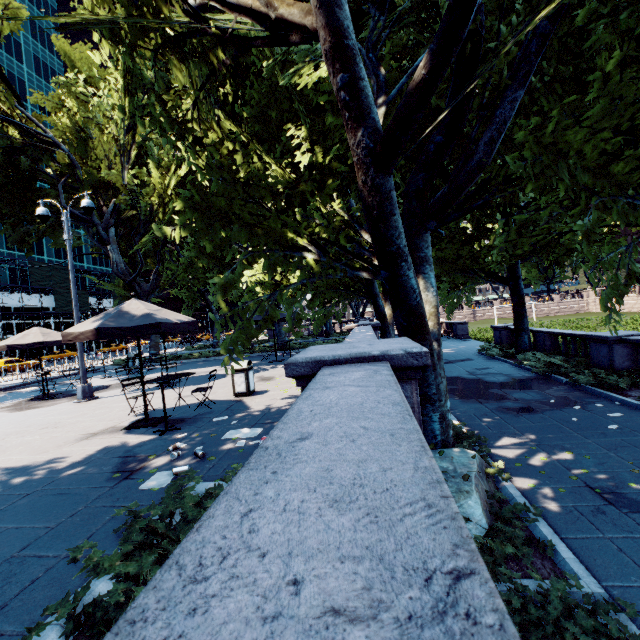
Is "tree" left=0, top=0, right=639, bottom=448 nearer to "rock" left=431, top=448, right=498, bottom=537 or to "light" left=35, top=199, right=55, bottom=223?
"rock" left=431, top=448, right=498, bottom=537

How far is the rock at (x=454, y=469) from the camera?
4.6 meters

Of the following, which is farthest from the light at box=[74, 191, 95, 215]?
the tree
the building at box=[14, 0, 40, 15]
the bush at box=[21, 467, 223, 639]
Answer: the building at box=[14, 0, 40, 15]

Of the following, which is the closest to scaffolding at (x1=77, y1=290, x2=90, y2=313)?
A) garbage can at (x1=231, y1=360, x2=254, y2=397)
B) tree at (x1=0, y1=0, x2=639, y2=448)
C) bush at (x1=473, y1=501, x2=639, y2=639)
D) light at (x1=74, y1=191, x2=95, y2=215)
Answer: tree at (x1=0, y1=0, x2=639, y2=448)

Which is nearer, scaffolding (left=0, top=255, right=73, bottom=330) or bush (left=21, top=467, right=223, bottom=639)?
bush (left=21, top=467, right=223, bottom=639)

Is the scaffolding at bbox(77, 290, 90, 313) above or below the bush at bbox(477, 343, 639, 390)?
above

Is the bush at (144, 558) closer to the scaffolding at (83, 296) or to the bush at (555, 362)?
the bush at (555, 362)

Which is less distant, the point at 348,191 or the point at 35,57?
the point at 348,191
